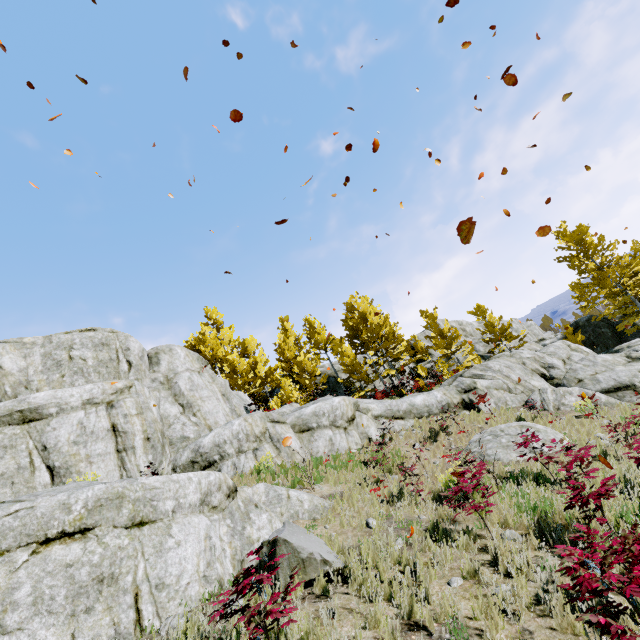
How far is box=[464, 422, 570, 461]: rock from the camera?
10.2m

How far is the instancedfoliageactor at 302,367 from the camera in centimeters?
2348cm

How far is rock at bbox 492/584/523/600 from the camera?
3.9m

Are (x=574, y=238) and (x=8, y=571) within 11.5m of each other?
no

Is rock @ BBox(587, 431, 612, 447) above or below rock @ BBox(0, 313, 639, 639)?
below

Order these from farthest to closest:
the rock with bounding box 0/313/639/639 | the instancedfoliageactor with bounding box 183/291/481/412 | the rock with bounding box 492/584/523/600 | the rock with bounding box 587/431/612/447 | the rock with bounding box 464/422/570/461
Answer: the instancedfoliageactor with bounding box 183/291/481/412 < the rock with bounding box 464/422/570/461 < the rock with bounding box 587/431/612/447 < the rock with bounding box 0/313/639/639 < the rock with bounding box 492/584/523/600

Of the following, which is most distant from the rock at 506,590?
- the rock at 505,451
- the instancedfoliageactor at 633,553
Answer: the rock at 505,451
